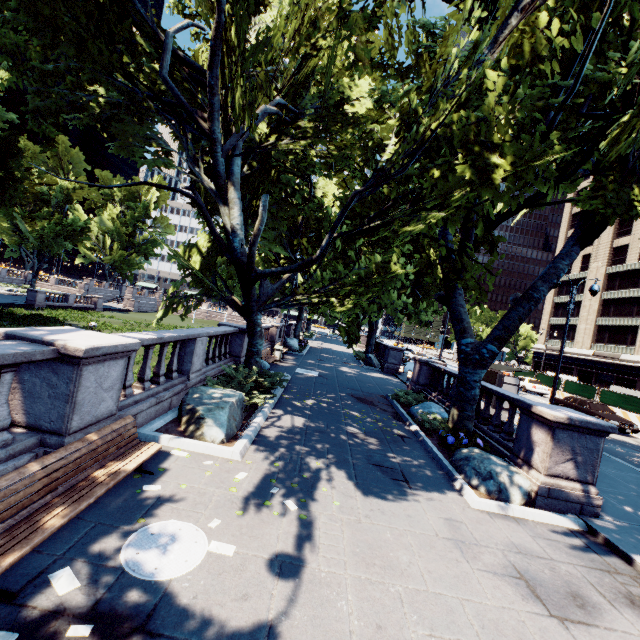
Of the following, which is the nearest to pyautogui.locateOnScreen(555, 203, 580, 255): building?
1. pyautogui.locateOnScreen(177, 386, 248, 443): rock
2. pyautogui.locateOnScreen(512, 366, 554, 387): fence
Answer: pyautogui.locateOnScreen(512, 366, 554, 387): fence

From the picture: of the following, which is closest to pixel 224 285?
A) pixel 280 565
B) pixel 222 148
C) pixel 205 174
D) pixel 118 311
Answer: pixel 205 174

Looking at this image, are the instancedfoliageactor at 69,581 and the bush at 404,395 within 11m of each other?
no

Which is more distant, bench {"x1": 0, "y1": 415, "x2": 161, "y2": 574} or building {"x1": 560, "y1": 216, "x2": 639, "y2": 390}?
building {"x1": 560, "y1": 216, "x2": 639, "y2": 390}

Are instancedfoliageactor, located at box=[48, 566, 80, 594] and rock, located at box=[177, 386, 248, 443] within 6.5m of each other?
yes

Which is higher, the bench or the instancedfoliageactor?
the bench

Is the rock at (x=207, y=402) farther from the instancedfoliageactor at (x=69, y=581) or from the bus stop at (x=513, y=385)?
the bus stop at (x=513, y=385)

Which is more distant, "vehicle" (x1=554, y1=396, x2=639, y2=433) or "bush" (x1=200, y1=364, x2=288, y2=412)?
"vehicle" (x1=554, y1=396, x2=639, y2=433)
